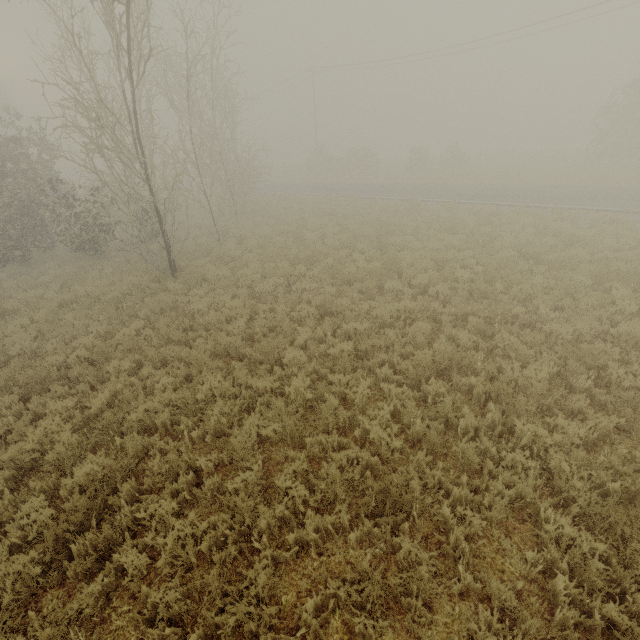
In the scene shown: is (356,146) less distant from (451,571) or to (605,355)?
(605,355)
